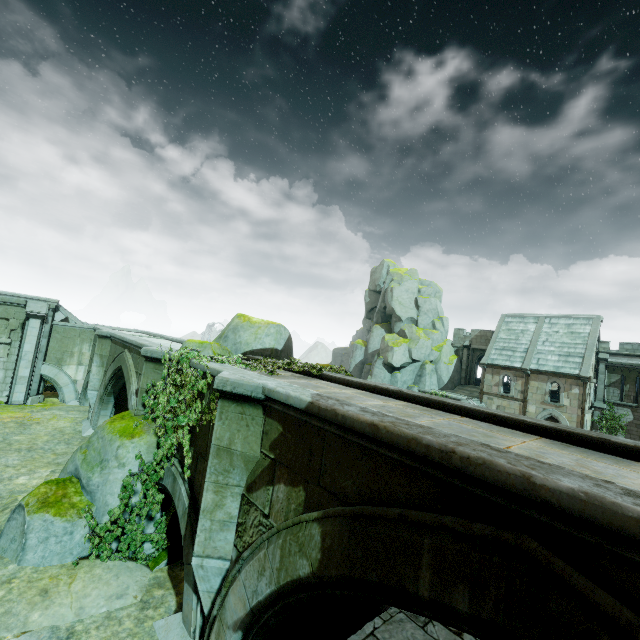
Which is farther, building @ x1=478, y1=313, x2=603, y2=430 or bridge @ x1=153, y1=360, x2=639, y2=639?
building @ x1=478, y1=313, x2=603, y2=430

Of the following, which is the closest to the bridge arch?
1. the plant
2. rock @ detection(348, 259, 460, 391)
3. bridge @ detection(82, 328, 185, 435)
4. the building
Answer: bridge @ detection(82, 328, 185, 435)

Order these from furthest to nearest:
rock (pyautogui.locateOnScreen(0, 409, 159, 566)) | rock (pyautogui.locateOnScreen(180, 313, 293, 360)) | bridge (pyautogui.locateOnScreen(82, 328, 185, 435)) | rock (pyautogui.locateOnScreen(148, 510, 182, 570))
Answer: rock (pyautogui.locateOnScreen(180, 313, 293, 360)) → bridge (pyautogui.locateOnScreen(82, 328, 185, 435)) → rock (pyautogui.locateOnScreen(148, 510, 182, 570)) → rock (pyautogui.locateOnScreen(0, 409, 159, 566))

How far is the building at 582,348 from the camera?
27.9m

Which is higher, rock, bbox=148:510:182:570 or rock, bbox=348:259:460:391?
rock, bbox=348:259:460:391

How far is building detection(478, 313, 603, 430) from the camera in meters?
Result: 27.9

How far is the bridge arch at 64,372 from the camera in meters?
19.2 m

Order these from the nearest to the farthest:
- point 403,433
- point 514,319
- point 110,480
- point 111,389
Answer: point 403,433, point 110,480, point 111,389, point 514,319
